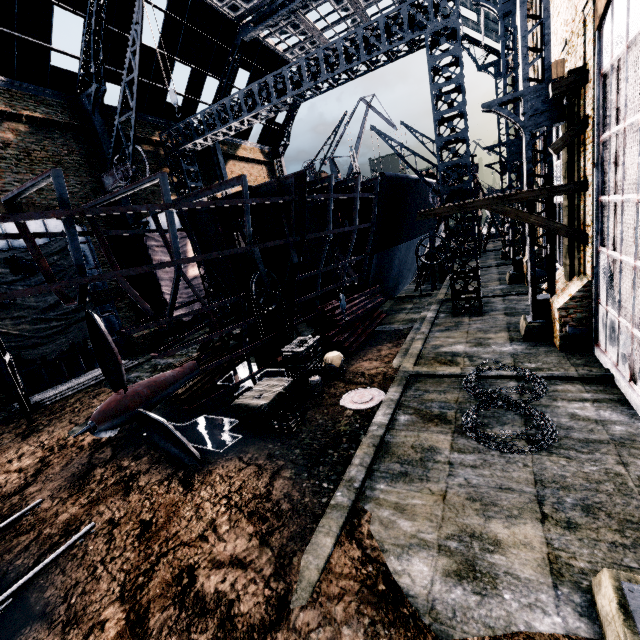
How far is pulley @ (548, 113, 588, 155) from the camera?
10.7 meters

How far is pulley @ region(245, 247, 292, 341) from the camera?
12.5 meters

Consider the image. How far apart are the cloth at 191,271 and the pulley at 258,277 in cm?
1616

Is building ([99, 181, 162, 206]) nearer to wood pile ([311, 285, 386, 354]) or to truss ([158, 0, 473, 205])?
truss ([158, 0, 473, 205])

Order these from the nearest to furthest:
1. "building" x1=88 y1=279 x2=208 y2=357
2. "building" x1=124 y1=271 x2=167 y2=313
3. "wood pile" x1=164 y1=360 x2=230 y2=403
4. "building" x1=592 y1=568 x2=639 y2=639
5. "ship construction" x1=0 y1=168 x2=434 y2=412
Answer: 1. "building" x1=592 y1=568 x2=639 y2=639
2. "ship construction" x1=0 y1=168 x2=434 y2=412
3. "wood pile" x1=164 y1=360 x2=230 y2=403
4. "building" x1=88 y1=279 x2=208 y2=357
5. "building" x1=124 y1=271 x2=167 y2=313

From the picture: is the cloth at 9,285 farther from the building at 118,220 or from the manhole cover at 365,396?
the manhole cover at 365,396

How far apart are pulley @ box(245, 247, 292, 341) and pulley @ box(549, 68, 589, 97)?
11.5 meters

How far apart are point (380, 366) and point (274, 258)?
7.28m
